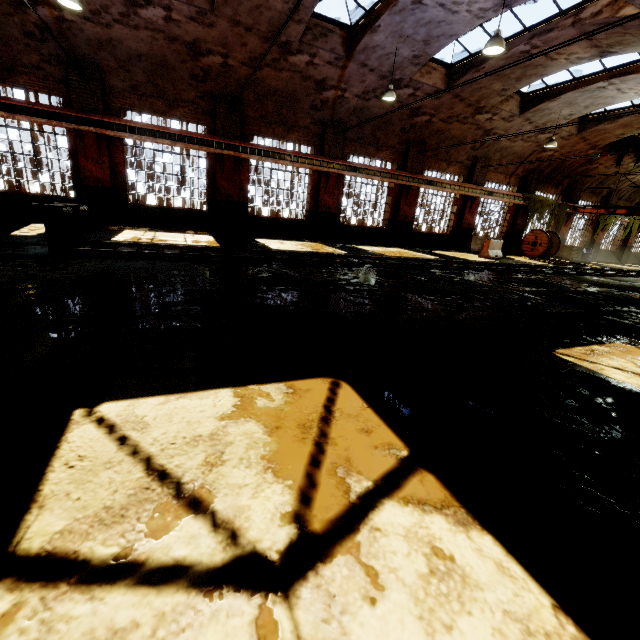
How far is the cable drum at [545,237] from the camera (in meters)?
20.97

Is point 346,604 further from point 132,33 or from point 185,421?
point 132,33

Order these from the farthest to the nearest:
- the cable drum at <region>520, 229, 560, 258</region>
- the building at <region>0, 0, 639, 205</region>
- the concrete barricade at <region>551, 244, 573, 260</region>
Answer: the concrete barricade at <region>551, 244, 573, 260</region> → the cable drum at <region>520, 229, 560, 258</region> → the building at <region>0, 0, 639, 205</region>

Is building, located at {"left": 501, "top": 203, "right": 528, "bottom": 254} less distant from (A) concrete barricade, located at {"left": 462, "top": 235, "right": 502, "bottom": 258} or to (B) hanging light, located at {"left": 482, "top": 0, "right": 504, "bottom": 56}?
(B) hanging light, located at {"left": 482, "top": 0, "right": 504, "bottom": 56}

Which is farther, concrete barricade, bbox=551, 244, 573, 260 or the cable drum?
concrete barricade, bbox=551, 244, 573, 260

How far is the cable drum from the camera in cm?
2097

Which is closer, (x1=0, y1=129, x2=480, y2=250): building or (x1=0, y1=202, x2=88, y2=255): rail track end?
(x1=0, y1=202, x2=88, y2=255): rail track end

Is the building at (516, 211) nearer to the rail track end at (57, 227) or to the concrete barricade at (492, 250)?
the concrete barricade at (492, 250)
